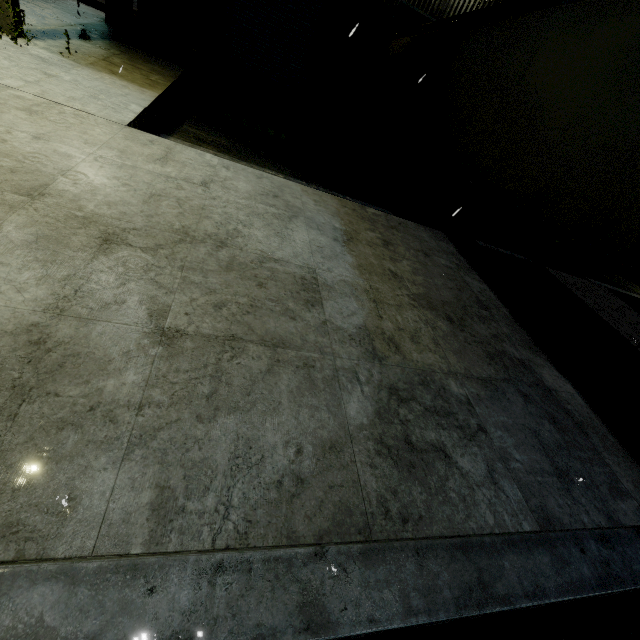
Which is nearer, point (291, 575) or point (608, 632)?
point (291, 575)

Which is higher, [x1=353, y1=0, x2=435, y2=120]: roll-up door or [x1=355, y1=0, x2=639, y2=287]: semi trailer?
[x1=353, y1=0, x2=435, y2=120]: roll-up door

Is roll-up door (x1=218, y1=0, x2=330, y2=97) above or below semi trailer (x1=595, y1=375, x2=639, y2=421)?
above

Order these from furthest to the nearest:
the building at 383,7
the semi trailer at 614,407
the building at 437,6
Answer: the building at 437,6 → the building at 383,7 → the semi trailer at 614,407

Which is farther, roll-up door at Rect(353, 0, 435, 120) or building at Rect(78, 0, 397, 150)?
roll-up door at Rect(353, 0, 435, 120)

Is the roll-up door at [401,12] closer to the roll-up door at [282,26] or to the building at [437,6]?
the building at [437,6]

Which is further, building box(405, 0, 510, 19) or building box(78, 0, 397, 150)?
building box(405, 0, 510, 19)

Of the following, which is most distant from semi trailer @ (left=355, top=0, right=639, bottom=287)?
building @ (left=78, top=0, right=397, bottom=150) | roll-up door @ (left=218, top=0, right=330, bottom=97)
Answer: roll-up door @ (left=218, top=0, right=330, bottom=97)
